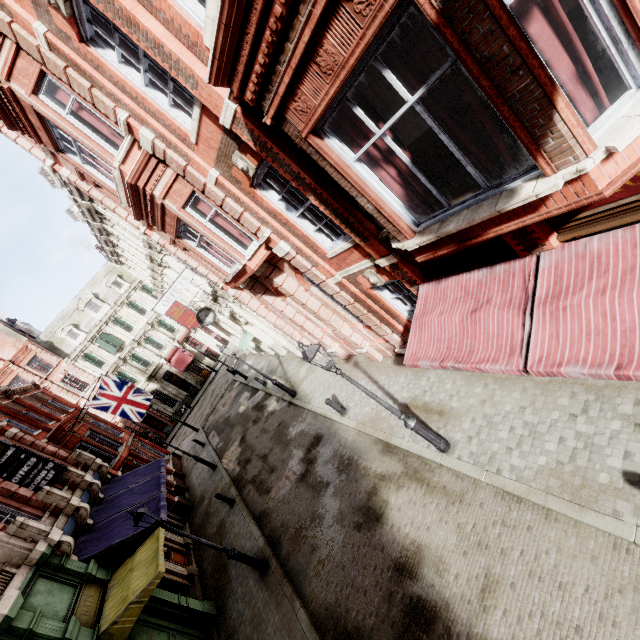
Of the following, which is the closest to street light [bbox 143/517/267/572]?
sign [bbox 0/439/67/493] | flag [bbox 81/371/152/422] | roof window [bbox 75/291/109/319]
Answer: sign [bbox 0/439/67/493]

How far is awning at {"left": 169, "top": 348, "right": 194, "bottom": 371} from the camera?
38.99m

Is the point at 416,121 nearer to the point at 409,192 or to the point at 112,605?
the point at 409,192

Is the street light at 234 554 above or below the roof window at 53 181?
below

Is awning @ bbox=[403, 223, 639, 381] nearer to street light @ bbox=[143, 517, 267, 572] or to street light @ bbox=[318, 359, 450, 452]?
street light @ bbox=[318, 359, 450, 452]

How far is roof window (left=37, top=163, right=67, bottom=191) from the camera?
17.0 meters

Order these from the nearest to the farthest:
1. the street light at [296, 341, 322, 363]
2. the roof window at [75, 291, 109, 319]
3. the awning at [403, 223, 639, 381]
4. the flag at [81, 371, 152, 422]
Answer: the awning at [403, 223, 639, 381], the street light at [296, 341, 322, 363], the flag at [81, 371, 152, 422], the roof window at [75, 291, 109, 319]

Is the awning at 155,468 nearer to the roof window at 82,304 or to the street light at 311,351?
Result: the street light at 311,351
